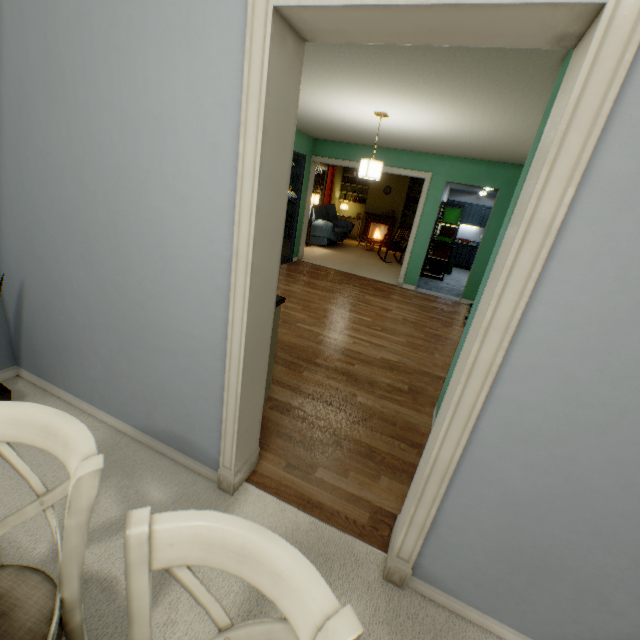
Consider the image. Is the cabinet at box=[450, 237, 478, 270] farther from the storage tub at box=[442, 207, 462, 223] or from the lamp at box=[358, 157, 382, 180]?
the lamp at box=[358, 157, 382, 180]

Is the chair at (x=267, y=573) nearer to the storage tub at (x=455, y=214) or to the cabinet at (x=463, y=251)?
the storage tub at (x=455, y=214)

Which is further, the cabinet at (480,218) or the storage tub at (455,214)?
the cabinet at (480,218)

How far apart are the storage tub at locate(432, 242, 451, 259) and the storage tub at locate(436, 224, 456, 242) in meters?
0.1

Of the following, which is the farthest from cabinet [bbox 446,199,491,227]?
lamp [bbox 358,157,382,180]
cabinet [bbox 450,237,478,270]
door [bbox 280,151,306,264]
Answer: lamp [bbox 358,157,382,180]

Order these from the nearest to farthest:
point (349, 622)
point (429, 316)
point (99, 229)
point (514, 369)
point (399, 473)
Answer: point (349, 622) < point (514, 369) < point (99, 229) < point (399, 473) < point (429, 316)

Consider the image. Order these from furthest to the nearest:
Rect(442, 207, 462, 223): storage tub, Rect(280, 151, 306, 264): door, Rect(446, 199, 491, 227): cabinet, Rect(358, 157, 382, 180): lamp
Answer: Rect(446, 199, 491, 227): cabinet, Rect(442, 207, 462, 223): storage tub, Rect(280, 151, 306, 264): door, Rect(358, 157, 382, 180): lamp

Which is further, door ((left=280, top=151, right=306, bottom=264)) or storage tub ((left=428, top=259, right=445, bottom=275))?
storage tub ((left=428, top=259, right=445, bottom=275))
